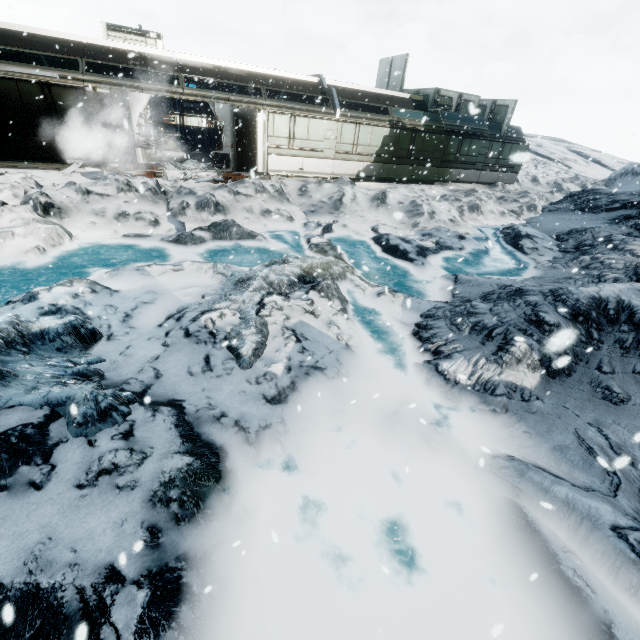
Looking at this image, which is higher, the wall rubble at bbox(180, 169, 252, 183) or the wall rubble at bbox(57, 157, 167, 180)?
the wall rubble at bbox(180, 169, 252, 183)

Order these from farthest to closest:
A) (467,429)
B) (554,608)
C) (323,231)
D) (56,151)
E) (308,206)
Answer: (308,206) → (56,151) → (323,231) → (467,429) → (554,608)

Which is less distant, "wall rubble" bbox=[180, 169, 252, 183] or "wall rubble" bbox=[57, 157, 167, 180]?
"wall rubble" bbox=[57, 157, 167, 180]

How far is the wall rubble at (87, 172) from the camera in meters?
12.4 m

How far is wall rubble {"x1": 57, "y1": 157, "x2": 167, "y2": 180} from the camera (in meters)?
12.44

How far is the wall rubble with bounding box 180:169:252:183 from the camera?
13.61m

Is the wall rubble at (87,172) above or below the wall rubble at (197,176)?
below
